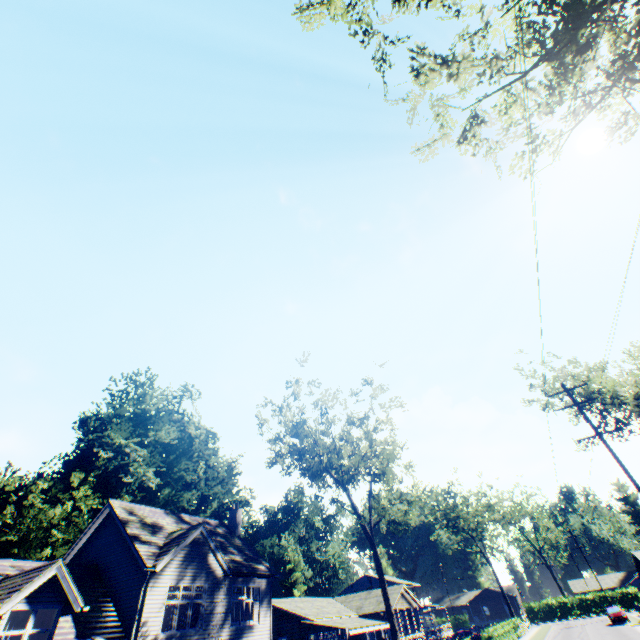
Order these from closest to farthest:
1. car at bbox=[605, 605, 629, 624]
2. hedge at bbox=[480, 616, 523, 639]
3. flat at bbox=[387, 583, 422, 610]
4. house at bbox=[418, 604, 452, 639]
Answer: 1. hedge at bbox=[480, 616, 523, 639]
2. flat at bbox=[387, 583, 422, 610]
3. car at bbox=[605, 605, 629, 624]
4. house at bbox=[418, 604, 452, 639]

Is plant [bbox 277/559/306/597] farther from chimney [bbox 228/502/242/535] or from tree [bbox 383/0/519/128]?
chimney [bbox 228/502/242/535]

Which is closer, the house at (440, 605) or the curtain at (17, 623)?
the curtain at (17, 623)

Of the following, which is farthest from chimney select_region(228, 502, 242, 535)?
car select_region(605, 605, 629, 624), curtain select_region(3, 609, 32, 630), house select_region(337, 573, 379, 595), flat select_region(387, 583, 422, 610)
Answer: car select_region(605, 605, 629, 624)

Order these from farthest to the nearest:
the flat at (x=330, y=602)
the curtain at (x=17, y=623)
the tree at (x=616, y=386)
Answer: the flat at (x=330, y=602) < the tree at (x=616, y=386) < the curtain at (x=17, y=623)

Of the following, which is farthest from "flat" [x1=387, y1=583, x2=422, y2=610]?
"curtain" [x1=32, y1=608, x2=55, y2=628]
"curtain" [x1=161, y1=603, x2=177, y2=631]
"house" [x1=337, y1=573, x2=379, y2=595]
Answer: "curtain" [x1=32, y1=608, x2=55, y2=628]

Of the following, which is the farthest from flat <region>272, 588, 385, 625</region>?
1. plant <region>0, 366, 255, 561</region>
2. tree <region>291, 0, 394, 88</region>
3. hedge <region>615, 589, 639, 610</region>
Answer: hedge <region>615, 589, 639, 610</region>

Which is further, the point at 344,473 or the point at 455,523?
the point at 455,523
